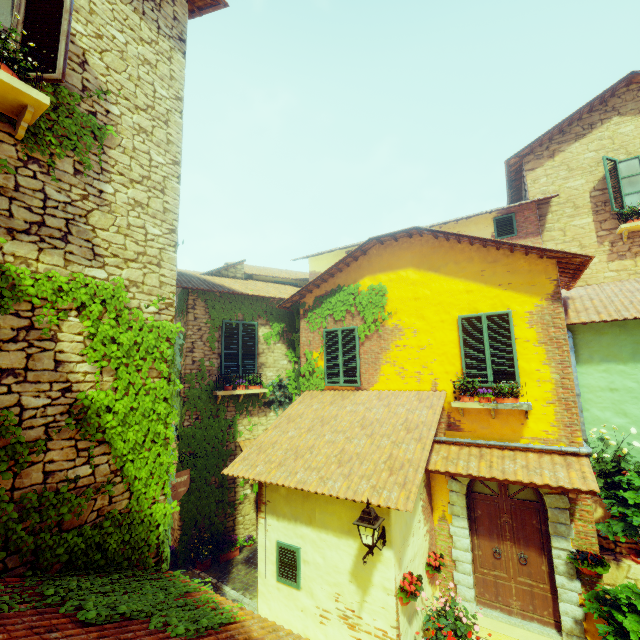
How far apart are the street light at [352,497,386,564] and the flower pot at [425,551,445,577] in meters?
2.2 m

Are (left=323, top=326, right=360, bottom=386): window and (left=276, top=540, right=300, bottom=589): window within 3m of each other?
no

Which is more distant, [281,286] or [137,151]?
[281,286]

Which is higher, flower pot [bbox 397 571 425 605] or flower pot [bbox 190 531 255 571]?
flower pot [bbox 397 571 425 605]

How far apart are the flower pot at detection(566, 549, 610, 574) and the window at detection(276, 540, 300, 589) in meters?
5.1 m

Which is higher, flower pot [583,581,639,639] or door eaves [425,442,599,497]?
door eaves [425,442,599,497]

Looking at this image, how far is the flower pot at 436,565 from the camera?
6.5m

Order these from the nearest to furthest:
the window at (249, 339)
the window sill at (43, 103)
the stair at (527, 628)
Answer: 1. the window sill at (43, 103)
2. the stair at (527, 628)
3. the window at (249, 339)
